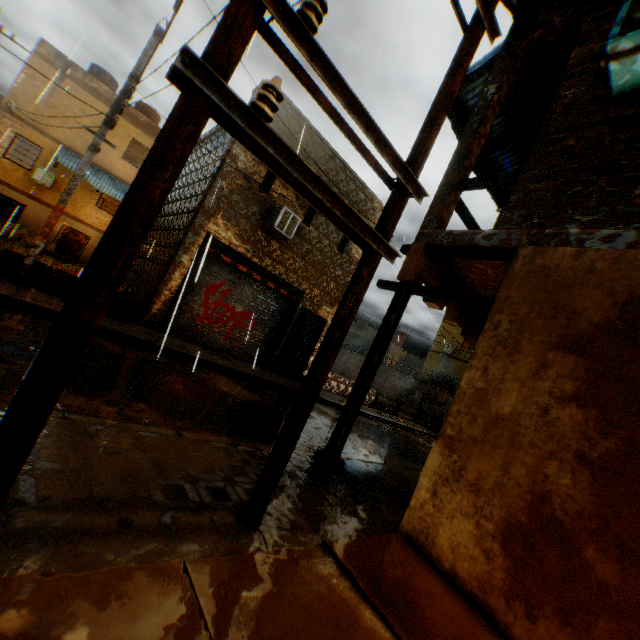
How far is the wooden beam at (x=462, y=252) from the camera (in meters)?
4.33

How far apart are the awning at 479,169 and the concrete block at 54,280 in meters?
2.6 m

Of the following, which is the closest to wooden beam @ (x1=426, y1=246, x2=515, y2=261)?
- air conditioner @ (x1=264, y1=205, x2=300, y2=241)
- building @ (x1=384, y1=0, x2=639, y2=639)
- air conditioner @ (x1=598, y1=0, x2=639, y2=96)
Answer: building @ (x1=384, y1=0, x2=639, y2=639)

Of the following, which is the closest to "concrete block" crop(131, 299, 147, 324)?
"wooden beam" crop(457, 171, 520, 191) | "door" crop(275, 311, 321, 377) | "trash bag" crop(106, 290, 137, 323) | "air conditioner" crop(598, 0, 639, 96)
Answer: "trash bag" crop(106, 290, 137, 323)

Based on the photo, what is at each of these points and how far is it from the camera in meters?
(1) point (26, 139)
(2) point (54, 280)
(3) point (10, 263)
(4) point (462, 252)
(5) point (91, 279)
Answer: (1) building, 19.4 m
(2) concrete block, 8.0 m
(3) concrete block, 7.5 m
(4) wooden beam, 4.8 m
(5) electric pole, 1.7 m

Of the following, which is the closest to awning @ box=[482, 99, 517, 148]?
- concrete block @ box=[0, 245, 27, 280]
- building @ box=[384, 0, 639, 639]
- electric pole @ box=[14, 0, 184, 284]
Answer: building @ box=[384, 0, 639, 639]

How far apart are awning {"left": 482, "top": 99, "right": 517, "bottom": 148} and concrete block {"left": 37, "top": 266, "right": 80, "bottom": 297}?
2.6m
